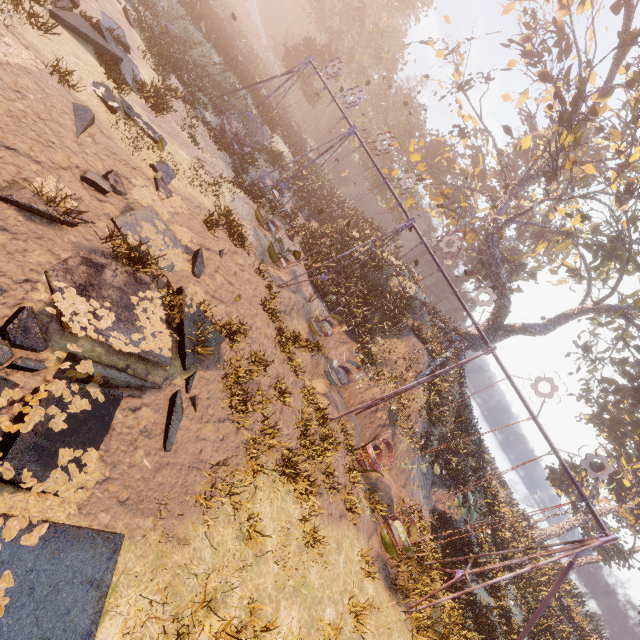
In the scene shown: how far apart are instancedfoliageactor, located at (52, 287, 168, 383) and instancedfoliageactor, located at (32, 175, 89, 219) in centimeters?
189cm

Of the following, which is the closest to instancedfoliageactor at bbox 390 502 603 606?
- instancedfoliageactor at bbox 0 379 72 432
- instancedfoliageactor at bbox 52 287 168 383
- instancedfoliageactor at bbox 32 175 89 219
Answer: instancedfoliageactor at bbox 0 379 72 432

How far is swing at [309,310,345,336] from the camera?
14.15m

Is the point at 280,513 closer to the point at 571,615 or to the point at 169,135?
the point at 169,135

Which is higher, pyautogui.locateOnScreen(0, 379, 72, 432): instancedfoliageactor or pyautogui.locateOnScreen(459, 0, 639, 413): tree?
pyautogui.locateOnScreen(459, 0, 639, 413): tree

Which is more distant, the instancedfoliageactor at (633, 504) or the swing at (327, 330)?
the instancedfoliageactor at (633, 504)

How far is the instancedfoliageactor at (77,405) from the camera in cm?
460

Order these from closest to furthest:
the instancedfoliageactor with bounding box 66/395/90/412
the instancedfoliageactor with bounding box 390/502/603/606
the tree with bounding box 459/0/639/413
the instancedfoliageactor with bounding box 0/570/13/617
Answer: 1. the instancedfoliageactor with bounding box 0/570/13/617
2. the instancedfoliageactor with bounding box 66/395/90/412
3. the instancedfoliageactor with bounding box 390/502/603/606
4. the tree with bounding box 459/0/639/413
